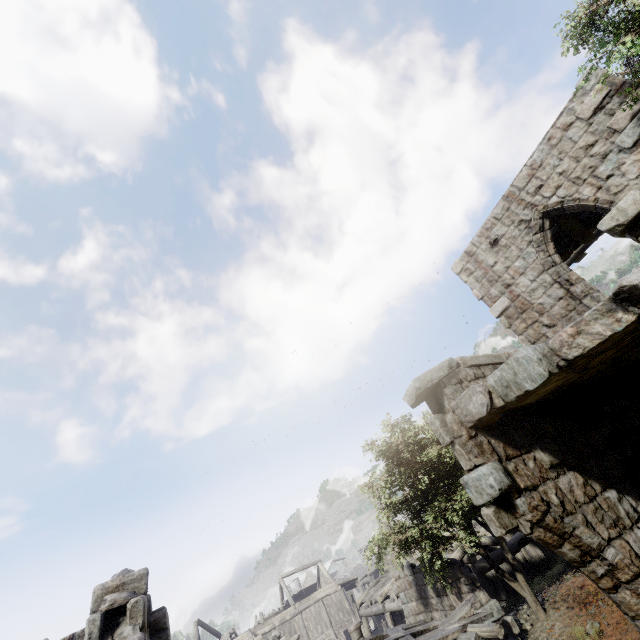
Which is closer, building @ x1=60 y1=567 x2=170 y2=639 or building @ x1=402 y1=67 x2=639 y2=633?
building @ x1=402 y1=67 x2=639 y2=633

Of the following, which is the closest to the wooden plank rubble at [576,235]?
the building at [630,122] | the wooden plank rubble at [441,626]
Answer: the building at [630,122]

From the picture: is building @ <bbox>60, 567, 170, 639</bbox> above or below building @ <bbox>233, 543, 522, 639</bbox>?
above

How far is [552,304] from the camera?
8.7m

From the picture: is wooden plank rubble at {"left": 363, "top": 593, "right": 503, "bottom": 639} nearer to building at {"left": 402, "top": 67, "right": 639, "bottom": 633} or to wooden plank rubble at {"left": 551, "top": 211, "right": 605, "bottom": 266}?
building at {"left": 402, "top": 67, "right": 639, "bottom": 633}

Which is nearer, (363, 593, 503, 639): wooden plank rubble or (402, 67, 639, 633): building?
(402, 67, 639, 633): building

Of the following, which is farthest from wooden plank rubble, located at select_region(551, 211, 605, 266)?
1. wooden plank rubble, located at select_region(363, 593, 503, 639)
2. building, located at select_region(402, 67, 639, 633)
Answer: wooden plank rubble, located at select_region(363, 593, 503, 639)
